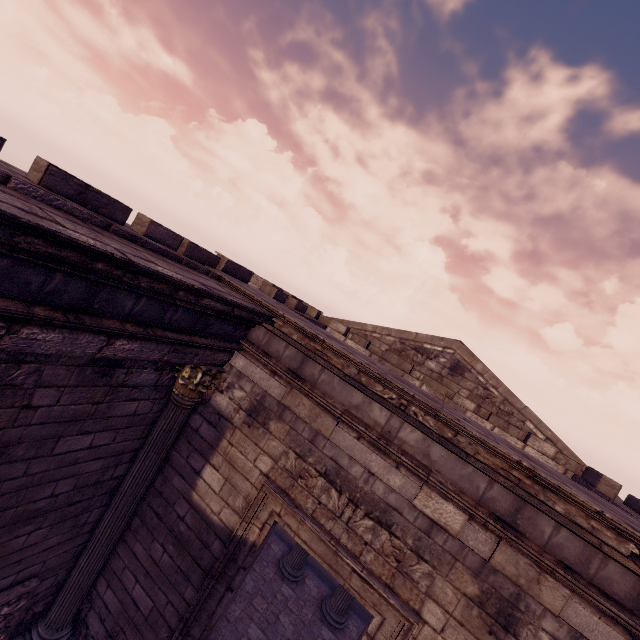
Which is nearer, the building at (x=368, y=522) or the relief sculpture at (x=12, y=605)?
the building at (x=368, y=522)

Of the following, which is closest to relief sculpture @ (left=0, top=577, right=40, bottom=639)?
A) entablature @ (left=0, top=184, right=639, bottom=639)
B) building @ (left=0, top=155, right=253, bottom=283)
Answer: building @ (left=0, top=155, right=253, bottom=283)

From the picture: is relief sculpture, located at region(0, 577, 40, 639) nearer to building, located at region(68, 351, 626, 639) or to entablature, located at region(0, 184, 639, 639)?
building, located at region(68, 351, 626, 639)

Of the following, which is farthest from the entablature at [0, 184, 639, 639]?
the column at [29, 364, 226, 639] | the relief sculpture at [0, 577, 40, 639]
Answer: the relief sculpture at [0, 577, 40, 639]

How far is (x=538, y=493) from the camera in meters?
3.2 m

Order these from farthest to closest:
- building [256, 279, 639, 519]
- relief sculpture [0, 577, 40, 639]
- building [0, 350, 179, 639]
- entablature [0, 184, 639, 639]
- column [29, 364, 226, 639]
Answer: building [256, 279, 639, 519], column [29, 364, 226, 639], relief sculpture [0, 577, 40, 639], building [0, 350, 179, 639], entablature [0, 184, 639, 639]

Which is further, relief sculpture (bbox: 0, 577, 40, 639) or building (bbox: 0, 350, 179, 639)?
relief sculpture (bbox: 0, 577, 40, 639)
